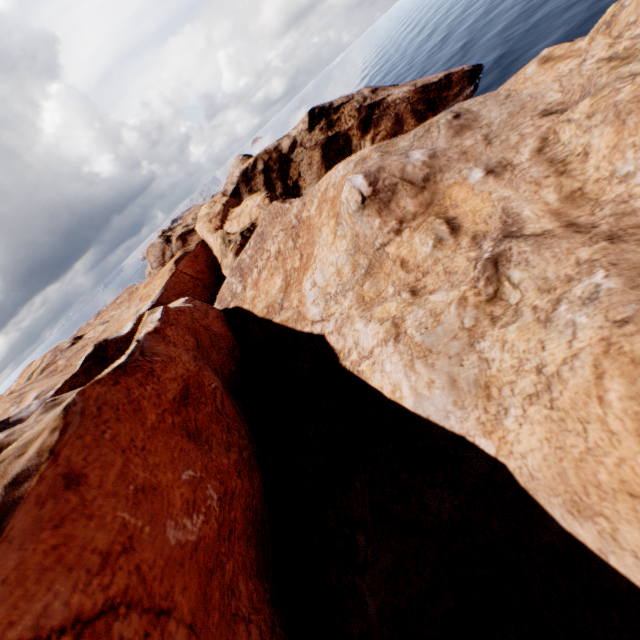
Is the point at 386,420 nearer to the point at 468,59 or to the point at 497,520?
the point at 497,520
